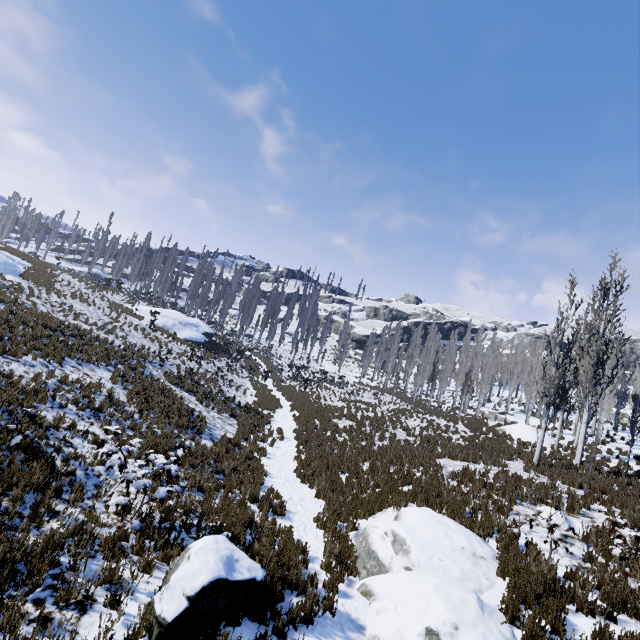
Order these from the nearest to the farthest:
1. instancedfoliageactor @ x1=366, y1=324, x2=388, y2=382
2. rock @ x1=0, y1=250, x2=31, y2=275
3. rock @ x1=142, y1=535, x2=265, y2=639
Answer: rock @ x1=142, y1=535, x2=265, y2=639, rock @ x1=0, y1=250, x2=31, y2=275, instancedfoliageactor @ x1=366, y1=324, x2=388, y2=382

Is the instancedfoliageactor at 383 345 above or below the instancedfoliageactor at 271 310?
below

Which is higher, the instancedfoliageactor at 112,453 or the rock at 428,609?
the instancedfoliageactor at 112,453

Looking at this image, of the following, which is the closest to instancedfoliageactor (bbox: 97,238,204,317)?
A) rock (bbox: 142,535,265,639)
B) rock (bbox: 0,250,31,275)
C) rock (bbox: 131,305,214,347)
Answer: rock (bbox: 131,305,214,347)

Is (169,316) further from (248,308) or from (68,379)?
(68,379)

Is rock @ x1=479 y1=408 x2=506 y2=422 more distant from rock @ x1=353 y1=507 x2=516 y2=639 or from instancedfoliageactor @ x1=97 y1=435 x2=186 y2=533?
rock @ x1=353 y1=507 x2=516 y2=639

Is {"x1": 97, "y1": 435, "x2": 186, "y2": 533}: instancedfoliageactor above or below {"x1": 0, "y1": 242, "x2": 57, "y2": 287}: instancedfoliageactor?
below

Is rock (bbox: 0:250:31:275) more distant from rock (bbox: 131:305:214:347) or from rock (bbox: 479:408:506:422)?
rock (bbox: 479:408:506:422)
